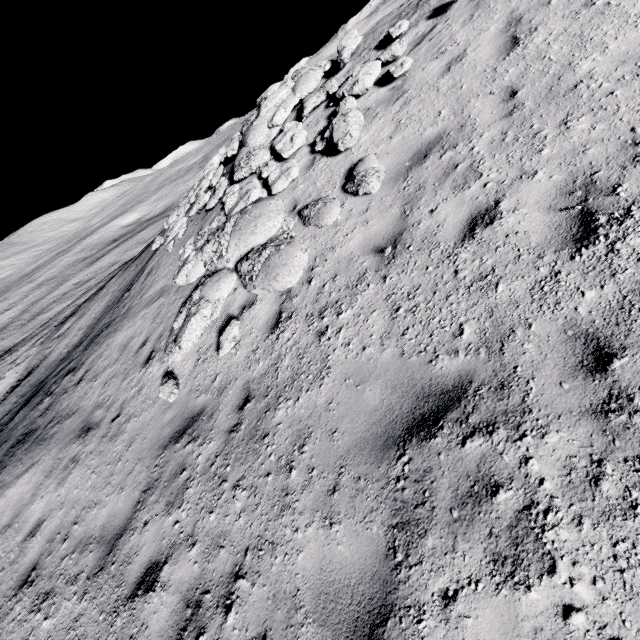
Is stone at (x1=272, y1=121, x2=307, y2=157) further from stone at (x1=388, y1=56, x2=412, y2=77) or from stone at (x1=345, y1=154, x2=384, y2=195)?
stone at (x1=345, y1=154, x2=384, y2=195)

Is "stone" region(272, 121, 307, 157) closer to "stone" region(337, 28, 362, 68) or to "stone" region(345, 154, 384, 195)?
"stone" region(337, 28, 362, 68)

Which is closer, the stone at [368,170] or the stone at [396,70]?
the stone at [368,170]

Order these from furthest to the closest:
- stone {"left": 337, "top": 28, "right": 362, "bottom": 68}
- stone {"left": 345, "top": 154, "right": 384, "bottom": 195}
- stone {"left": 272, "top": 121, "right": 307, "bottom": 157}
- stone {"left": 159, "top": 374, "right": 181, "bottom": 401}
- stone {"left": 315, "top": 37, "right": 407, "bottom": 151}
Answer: stone {"left": 337, "top": 28, "right": 362, "bottom": 68}
stone {"left": 272, "top": 121, "right": 307, "bottom": 157}
stone {"left": 315, "top": 37, "right": 407, "bottom": 151}
stone {"left": 159, "top": 374, "right": 181, "bottom": 401}
stone {"left": 345, "top": 154, "right": 384, "bottom": 195}

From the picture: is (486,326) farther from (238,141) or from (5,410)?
(5,410)

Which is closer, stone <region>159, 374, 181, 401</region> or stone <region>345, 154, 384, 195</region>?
stone <region>345, 154, 384, 195</region>

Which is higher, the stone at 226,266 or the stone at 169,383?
the stone at 226,266

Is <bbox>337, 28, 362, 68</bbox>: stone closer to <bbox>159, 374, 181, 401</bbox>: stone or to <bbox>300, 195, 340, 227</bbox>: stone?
<bbox>300, 195, 340, 227</bbox>: stone
